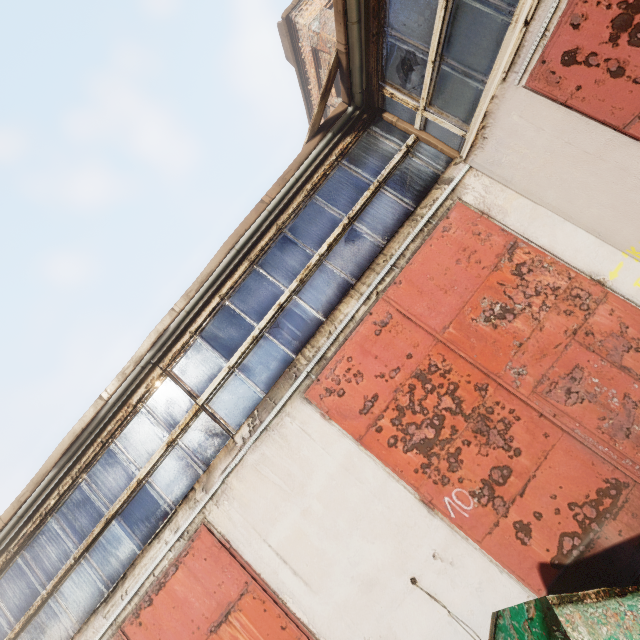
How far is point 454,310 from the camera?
4.50m
